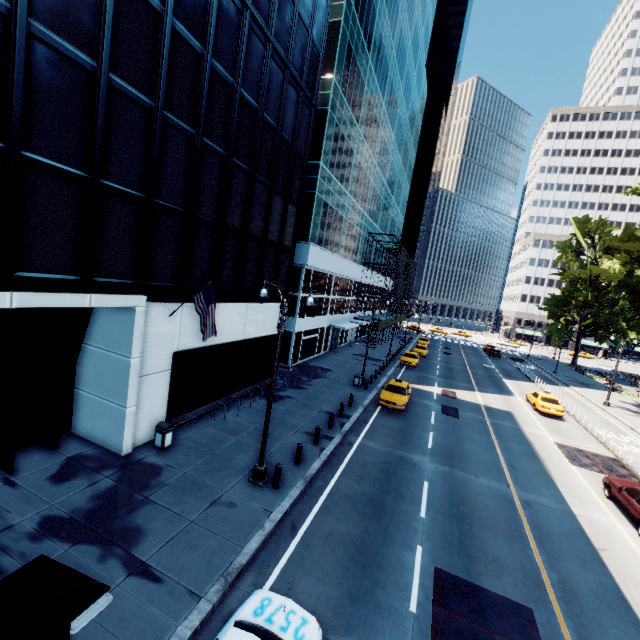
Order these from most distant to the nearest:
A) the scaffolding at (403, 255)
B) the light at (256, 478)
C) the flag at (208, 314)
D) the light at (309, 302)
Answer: the scaffolding at (403, 255)
the flag at (208, 314)
the light at (256, 478)
the light at (309, 302)

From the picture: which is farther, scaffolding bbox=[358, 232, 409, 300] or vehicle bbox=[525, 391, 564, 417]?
scaffolding bbox=[358, 232, 409, 300]

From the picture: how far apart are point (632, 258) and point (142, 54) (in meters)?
40.40

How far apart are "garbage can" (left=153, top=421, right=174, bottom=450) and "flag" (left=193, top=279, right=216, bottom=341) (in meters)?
3.82

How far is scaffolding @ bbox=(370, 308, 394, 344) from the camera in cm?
4403

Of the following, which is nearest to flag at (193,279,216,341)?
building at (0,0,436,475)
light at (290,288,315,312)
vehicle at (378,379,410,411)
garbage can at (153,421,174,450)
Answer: building at (0,0,436,475)

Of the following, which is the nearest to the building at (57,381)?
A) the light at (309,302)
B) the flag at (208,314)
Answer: the flag at (208,314)

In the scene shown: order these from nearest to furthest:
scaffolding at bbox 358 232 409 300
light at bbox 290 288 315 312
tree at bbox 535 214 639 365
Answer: light at bbox 290 288 315 312 → tree at bbox 535 214 639 365 → scaffolding at bbox 358 232 409 300
